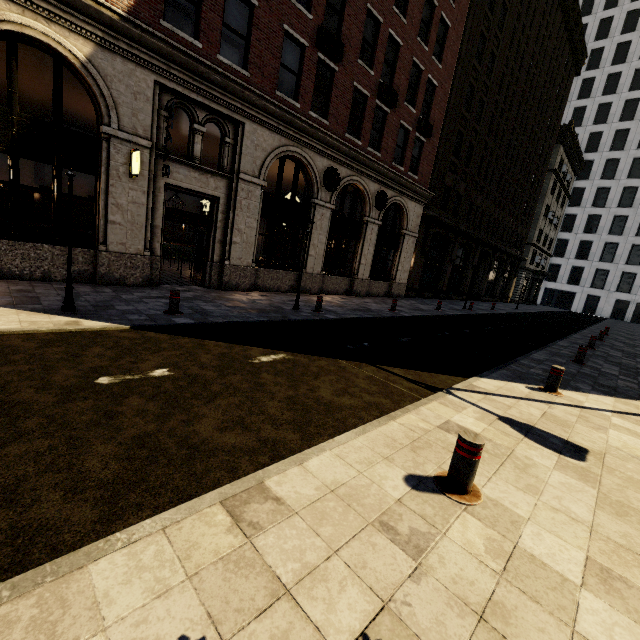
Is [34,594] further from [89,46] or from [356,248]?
[356,248]

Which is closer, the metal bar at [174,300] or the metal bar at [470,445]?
the metal bar at [470,445]

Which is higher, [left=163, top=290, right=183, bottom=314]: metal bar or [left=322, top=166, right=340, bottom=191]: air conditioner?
[left=322, top=166, right=340, bottom=191]: air conditioner

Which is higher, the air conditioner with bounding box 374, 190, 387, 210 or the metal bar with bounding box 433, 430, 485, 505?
the air conditioner with bounding box 374, 190, 387, 210

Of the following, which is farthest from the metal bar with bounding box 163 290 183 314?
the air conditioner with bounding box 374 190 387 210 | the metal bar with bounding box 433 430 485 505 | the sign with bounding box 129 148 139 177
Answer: the air conditioner with bounding box 374 190 387 210

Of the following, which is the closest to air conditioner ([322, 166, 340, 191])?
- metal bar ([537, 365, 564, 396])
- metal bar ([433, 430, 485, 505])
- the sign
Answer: the sign

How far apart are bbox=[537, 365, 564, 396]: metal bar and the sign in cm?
1116

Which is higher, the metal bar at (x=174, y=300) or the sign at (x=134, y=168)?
the sign at (x=134, y=168)
